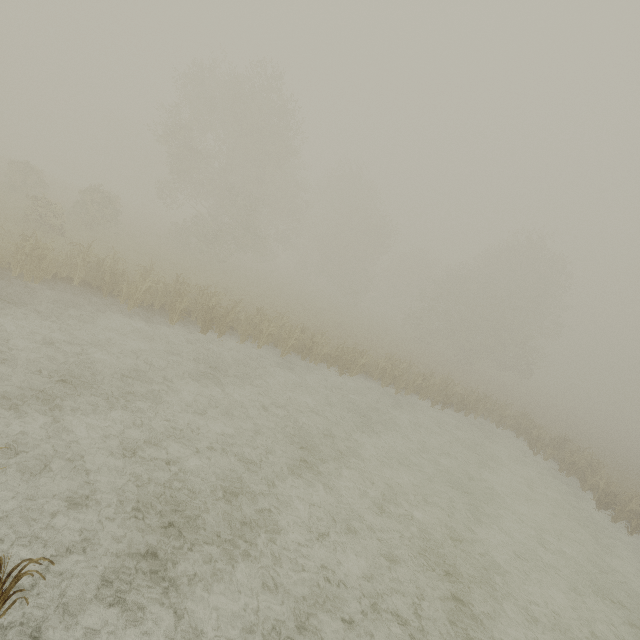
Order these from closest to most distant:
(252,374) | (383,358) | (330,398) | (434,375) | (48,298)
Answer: (48,298) → (252,374) → (330,398) → (383,358) → (434,375)
